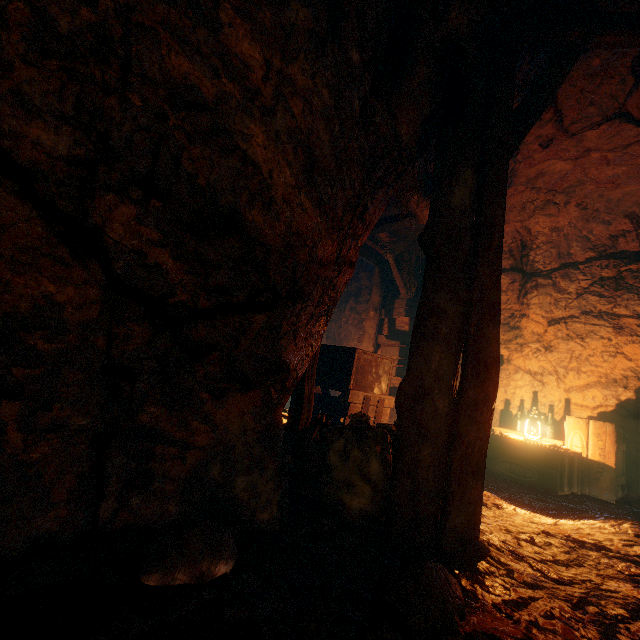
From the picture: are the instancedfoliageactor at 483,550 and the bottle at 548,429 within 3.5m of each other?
no

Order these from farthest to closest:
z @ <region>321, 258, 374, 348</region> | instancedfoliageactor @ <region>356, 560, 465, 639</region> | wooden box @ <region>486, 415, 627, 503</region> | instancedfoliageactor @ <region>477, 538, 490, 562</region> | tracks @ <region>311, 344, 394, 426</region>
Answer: z @ <region>321, 258, 374, 348</region>, tracks @ <region>311, 344, 394, 426</region>, wooden box @ <region>486, 415, 627, 503</region>, instancedfoliageactor @ <region>477, 538, 490, 562</region>, instancedfoliageactor @ <region>356, 560, 465, 639</region>

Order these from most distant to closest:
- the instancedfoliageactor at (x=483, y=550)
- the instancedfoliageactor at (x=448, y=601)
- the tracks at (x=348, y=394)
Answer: the tracks at (x=348, y=394)
the instancedfoliageactor at (x=483, y=550)
the instancedfoliageactor at (x=448, y=601)

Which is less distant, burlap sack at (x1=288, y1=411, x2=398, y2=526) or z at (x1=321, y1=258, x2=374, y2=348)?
burlap sack at (x1=288, y1=411, x2=398, y2=526)

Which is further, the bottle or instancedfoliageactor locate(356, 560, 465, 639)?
the bottle

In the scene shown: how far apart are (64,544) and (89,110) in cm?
193

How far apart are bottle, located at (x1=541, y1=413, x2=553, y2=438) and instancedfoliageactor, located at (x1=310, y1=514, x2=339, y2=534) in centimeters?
486cm

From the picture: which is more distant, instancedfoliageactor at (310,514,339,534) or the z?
the z
